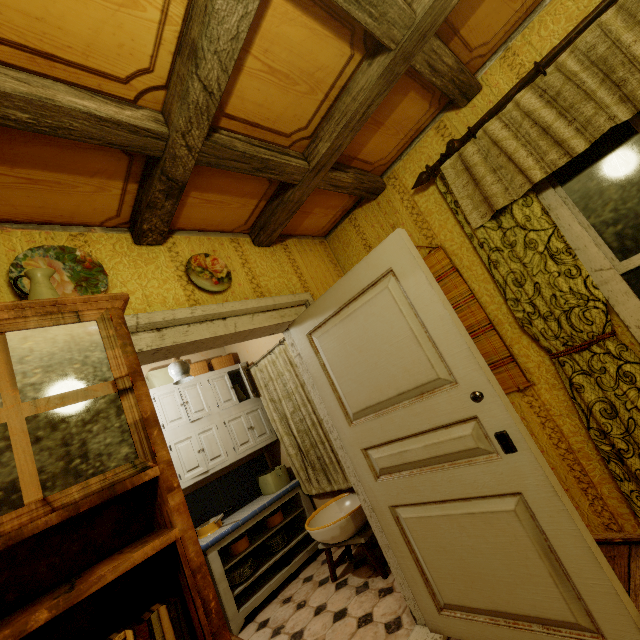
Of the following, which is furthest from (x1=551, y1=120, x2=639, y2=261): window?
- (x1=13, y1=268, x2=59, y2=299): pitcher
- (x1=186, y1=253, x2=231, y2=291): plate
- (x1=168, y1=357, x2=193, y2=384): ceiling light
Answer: (x1=168, y1=357, x2=193, y2=384): ceiling light

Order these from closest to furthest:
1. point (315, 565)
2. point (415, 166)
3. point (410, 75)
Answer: point (410, 75), point (415, 166), point (315, 565)

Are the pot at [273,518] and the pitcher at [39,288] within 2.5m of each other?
no

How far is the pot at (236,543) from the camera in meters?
3.3 m

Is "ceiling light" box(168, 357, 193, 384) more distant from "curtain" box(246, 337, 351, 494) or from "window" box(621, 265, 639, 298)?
"window" box(621, 265, 639, 298)

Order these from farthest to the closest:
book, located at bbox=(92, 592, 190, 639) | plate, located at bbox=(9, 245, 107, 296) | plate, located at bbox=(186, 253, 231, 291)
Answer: plate, located at bbox=(186, 253, 231, 291), plate, located at bbox=(9, 245, 107, 296), book, located at bbox=(92, 592, 190, 639)

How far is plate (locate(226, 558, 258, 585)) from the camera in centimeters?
323cm

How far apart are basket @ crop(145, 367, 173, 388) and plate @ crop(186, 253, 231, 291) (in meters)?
2.25
